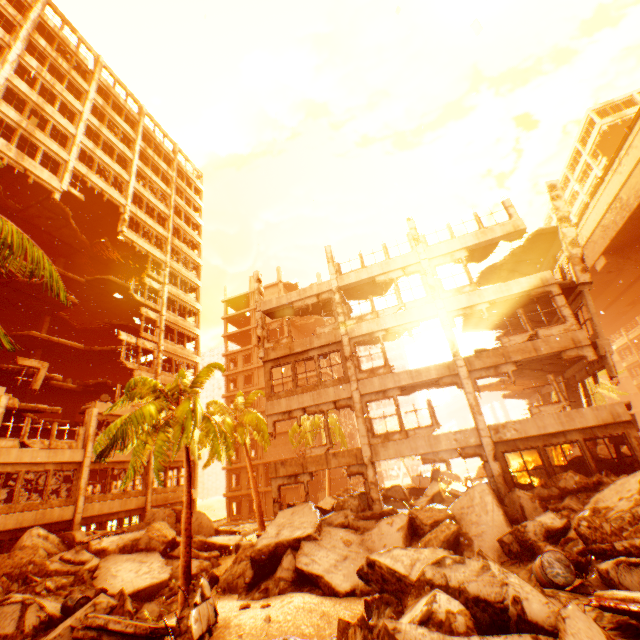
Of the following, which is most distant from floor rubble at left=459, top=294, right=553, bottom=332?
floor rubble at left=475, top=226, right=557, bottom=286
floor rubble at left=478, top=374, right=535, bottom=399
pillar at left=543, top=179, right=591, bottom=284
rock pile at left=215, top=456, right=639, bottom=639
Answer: rock pile at left=215, top=456, right=639, bottom=639

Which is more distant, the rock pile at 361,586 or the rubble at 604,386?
the rubble at 604,386

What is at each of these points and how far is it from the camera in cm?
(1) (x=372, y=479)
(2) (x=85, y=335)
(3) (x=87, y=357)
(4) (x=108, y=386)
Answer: (1) pillar, 1397
(2) floor rubble, 3059
(3) floor rubble, 2812
(4) floor rubble, 2655

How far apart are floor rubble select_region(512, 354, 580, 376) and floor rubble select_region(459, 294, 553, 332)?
2.5m

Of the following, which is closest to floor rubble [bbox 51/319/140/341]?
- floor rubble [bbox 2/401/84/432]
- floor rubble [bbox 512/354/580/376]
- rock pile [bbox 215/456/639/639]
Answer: floor rubble [bbox 2/401/84/432]

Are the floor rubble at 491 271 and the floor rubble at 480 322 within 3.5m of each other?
yes

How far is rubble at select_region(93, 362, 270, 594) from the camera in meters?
10.7

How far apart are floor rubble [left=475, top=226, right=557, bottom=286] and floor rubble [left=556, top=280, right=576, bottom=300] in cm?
248
